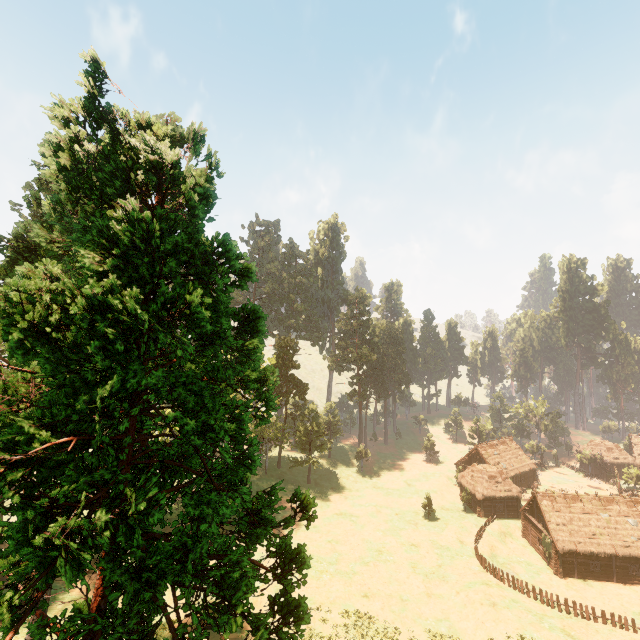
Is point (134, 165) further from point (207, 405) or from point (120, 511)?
point (120, 511)

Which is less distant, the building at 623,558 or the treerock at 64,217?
the treerock at 64,217

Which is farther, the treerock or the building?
the building

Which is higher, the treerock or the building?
the treerock

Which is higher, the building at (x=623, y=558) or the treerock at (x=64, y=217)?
the treerock at (x=64, y=217)
